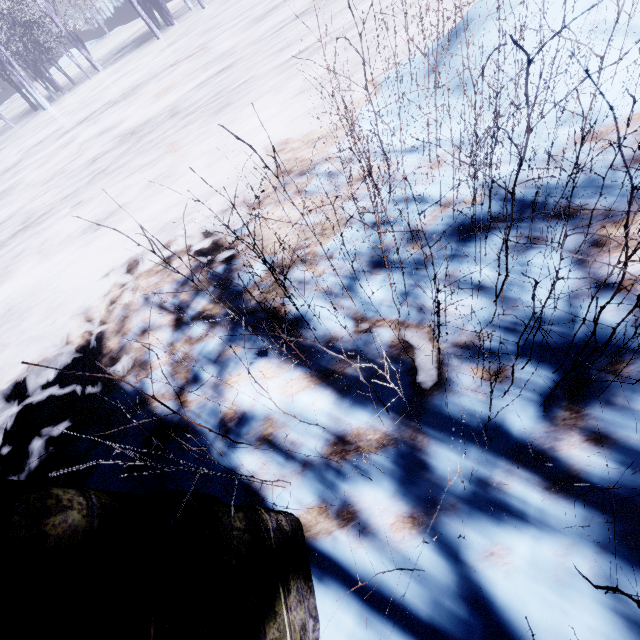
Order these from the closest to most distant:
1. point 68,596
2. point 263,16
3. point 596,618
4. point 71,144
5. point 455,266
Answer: point 68,596 < point 596,618 < point 455,266 < point 263,16 < point 71,144
